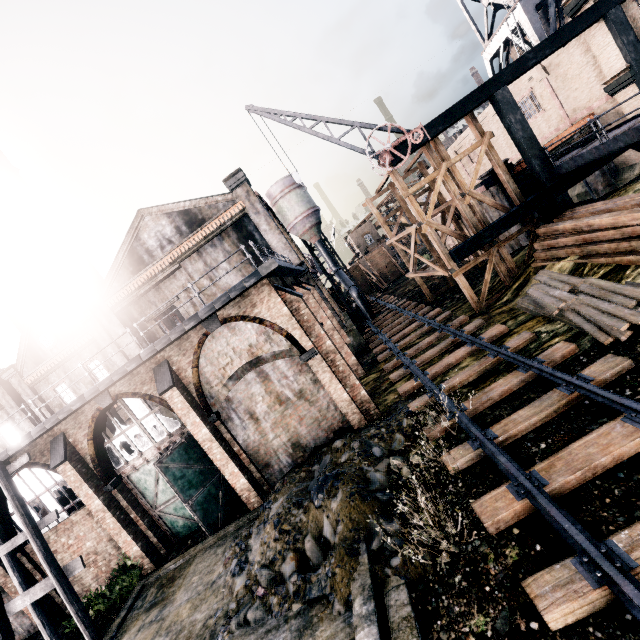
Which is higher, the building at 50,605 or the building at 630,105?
the building at 630,105

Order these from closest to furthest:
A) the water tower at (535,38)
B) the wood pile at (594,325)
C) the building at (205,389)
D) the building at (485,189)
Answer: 1. the wood pile at (594,325)
2. the building at (205,389)
3. the building at (485,189)
4. the water tower at (535,38)

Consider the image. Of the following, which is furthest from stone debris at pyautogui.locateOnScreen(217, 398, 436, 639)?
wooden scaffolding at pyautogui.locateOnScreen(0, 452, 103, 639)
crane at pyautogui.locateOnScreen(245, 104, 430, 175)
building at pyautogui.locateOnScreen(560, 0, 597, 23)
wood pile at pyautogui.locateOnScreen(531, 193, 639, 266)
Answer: building at pyautogui.locateOnScreen(560, 0, 597, 23)

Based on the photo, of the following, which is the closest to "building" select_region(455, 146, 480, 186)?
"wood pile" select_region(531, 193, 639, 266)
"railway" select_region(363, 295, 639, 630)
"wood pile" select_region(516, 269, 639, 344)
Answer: "wood pile" select_region(531, 193, 639, 266)

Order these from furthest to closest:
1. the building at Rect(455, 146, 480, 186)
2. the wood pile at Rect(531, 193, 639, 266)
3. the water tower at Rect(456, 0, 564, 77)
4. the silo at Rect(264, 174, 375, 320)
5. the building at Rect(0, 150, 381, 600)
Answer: the silo at Rect(264, 174, 375, 320)
the building at Rect(455, 146, 480, 186)
the water tower at Rect(456, 0, 564, 77)
the building at Rect(0, 150, 381, 600)
the wood pile at Rect(531, 193, 639, 266)

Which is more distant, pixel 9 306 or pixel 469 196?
pixel 9 306

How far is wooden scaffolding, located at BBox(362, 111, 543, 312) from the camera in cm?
1712

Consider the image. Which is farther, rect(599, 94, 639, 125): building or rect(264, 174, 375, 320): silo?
rect(264, 174, 375, 320): silo
